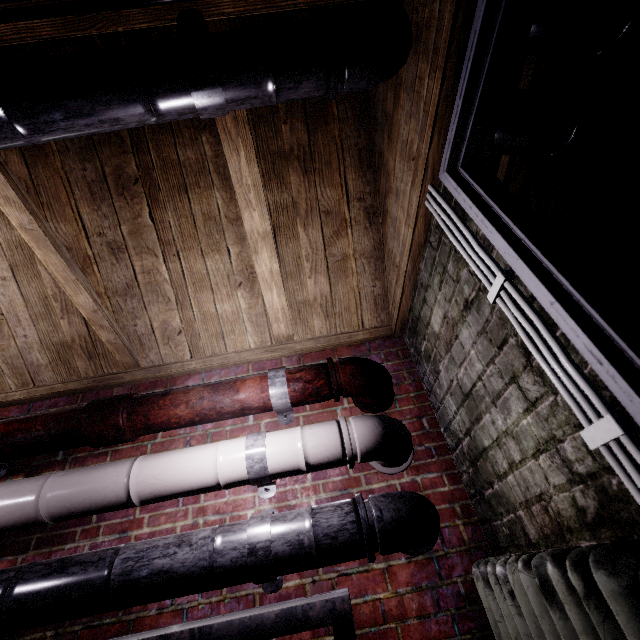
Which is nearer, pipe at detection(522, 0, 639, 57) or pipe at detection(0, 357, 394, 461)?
pipe at detection(522, 0, 639, 57)

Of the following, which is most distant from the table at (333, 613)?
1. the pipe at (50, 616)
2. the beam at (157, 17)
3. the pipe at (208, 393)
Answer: the beam at (157, 17)

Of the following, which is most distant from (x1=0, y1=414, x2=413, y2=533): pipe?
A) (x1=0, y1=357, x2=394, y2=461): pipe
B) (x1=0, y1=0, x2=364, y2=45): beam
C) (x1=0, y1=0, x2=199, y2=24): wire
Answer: (x1=0, y1=0, x2=199, y2=24): wire

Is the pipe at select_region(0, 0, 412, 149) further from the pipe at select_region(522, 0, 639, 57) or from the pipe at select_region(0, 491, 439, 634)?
the pipe at select_region(0, 491, 439, 634)

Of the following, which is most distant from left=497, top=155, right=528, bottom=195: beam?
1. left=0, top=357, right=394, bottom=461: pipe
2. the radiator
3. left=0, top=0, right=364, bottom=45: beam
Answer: the radiator

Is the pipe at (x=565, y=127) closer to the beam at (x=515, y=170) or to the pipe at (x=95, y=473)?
the beam at (x=515, y=170)

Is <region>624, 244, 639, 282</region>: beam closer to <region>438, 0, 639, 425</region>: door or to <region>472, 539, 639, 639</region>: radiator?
<region>438, 0, 639, 425</region>: door

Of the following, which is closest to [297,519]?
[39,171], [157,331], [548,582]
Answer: [548,582]
